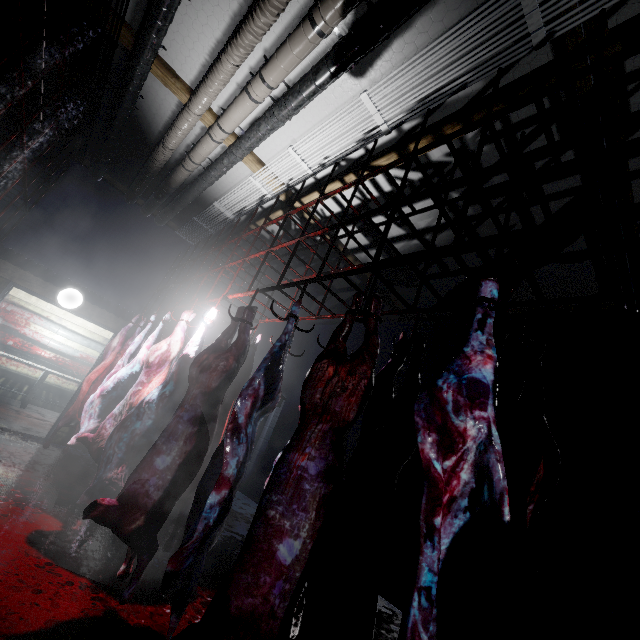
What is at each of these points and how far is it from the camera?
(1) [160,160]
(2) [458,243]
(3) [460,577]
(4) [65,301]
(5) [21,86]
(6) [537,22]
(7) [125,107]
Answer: (1) pipe, 4.47m
(2) rig, 1.54m
(3) meat, 1.01m
(4) light, 4.88m
(5) rig, 2.23m
(6) wire, 2.01m
(7) pipe, 3.81m

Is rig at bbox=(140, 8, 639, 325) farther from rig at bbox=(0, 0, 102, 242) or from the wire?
rig at bbox=(0, 0, 102, 242)

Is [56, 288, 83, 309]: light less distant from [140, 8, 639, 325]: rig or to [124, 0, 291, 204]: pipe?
[140, 8, 639, 325]: rig

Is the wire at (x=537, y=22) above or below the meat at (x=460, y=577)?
above

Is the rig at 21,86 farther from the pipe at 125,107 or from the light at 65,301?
the light at 65,301

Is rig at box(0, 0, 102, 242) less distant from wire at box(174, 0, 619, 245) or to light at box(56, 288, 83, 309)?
light at box(56, 288, 83, 309)

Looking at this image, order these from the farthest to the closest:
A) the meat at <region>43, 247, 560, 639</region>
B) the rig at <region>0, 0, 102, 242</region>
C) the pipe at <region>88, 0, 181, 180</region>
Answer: the pipe at <region>88, 0, 181, 180</region> < the rig at <region>0, 0, 102, 242</region> < the meat at <region>43, 247, 560, 639</region>

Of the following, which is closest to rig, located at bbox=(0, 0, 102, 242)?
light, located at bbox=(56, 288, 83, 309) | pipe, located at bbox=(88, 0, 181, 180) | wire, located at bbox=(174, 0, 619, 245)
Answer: pipe, located at bbox=(88, 0, 181, 180)
